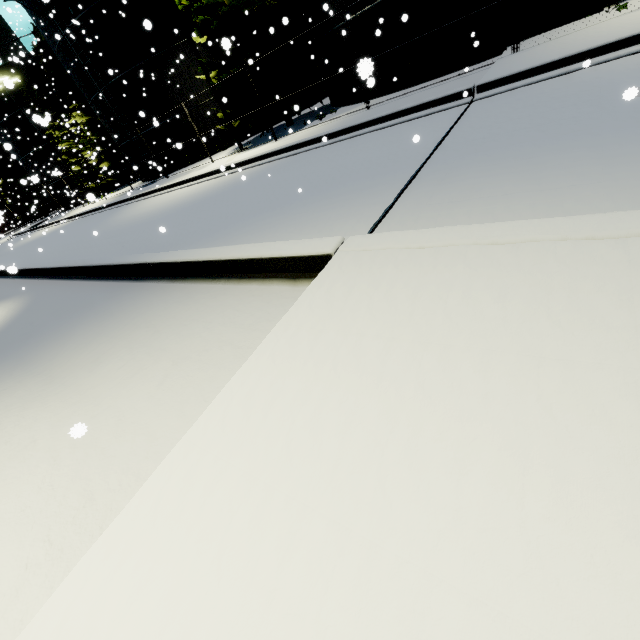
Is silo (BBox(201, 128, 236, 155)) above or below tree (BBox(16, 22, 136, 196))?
below

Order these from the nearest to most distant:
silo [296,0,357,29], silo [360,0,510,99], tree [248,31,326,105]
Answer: silo [360,0,510,99], silo [296,0,357,29], tree [248,31,326,105]

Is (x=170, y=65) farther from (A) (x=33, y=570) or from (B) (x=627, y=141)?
(A) (x=33, y=570)

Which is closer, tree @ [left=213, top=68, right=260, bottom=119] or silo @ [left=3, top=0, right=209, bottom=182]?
tree @ [left=213, top=68, right=260, bottom=119]

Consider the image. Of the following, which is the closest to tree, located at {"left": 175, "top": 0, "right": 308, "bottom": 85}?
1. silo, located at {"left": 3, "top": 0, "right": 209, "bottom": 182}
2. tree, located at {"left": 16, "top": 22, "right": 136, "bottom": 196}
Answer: silo, located at {"left": 3, "top": 0, "right": 209, "bottom": 182}

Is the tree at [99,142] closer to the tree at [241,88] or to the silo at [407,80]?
the silo at [407,80]

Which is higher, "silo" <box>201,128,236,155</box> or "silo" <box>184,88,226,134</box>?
"silo" <box>184,88,226,134</box>

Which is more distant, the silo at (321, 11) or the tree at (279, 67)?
the tree at (279, 67)
